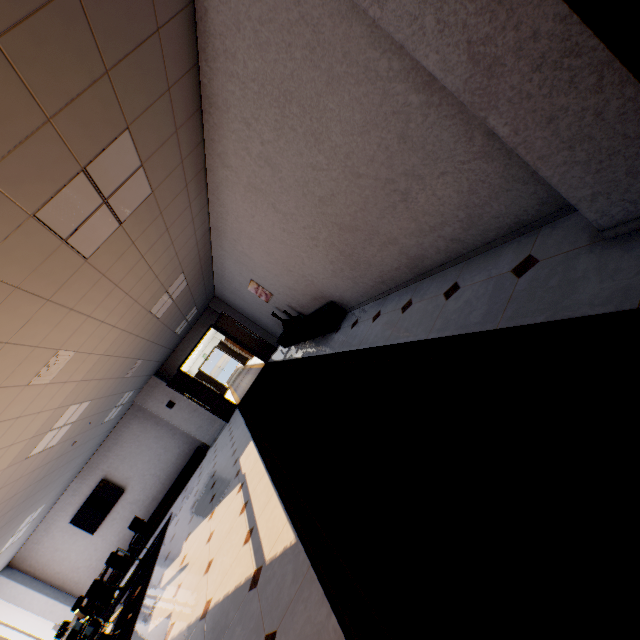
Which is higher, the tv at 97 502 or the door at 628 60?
the tv at 97 502

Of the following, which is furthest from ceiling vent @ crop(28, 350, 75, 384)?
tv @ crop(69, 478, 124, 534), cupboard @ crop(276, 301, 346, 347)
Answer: tv @ crop(69, 478, 124, 534)

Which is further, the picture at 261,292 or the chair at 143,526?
the chair at 143,526

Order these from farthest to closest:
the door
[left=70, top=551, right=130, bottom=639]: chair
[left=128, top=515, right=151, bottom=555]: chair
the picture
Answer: [left=128, top=515, right=151, bottom=555]: chair → the picture → [left=70, top=551, right=130, bottom=639]: chair → the door

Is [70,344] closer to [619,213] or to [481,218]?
[481,218]

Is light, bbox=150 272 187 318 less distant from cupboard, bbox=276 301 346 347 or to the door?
cupboard, bbox=276 301 346 347

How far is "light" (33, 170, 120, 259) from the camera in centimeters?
241cm

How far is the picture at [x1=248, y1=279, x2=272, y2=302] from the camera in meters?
7.6
